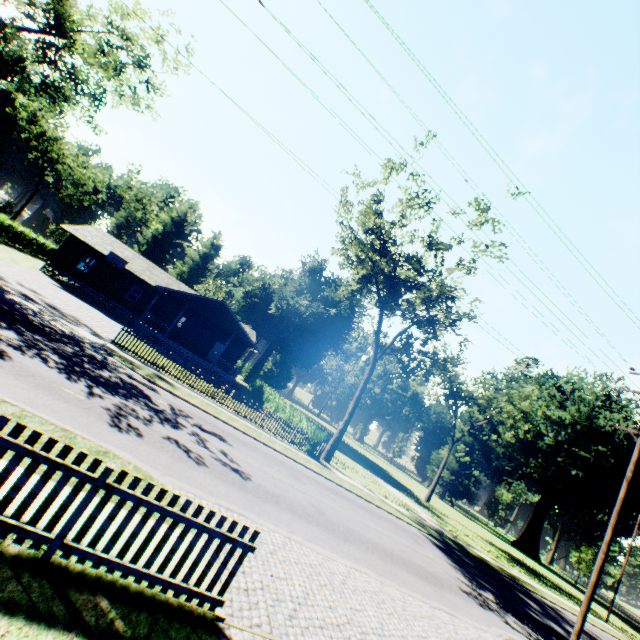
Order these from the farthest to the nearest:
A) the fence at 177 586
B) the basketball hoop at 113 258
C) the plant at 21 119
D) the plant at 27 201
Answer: the plant at 27 201, the plant at 21 119, the basketball hoop at 113 258, the fence at 177 586

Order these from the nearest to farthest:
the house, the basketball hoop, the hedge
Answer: the hedge, the house, the basketball hoop

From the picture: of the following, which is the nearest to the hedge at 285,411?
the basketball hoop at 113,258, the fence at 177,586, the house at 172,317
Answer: the house at 172,317

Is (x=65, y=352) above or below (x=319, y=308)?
below

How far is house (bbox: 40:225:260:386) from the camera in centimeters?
2984cm

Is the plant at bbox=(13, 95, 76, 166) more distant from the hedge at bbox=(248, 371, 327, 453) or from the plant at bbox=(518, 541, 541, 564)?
the plant at bbox=(518, 541, 541, 564)

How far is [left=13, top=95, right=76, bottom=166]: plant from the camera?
54.59m

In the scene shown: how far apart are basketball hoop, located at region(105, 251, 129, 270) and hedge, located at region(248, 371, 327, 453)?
19.0 meters
